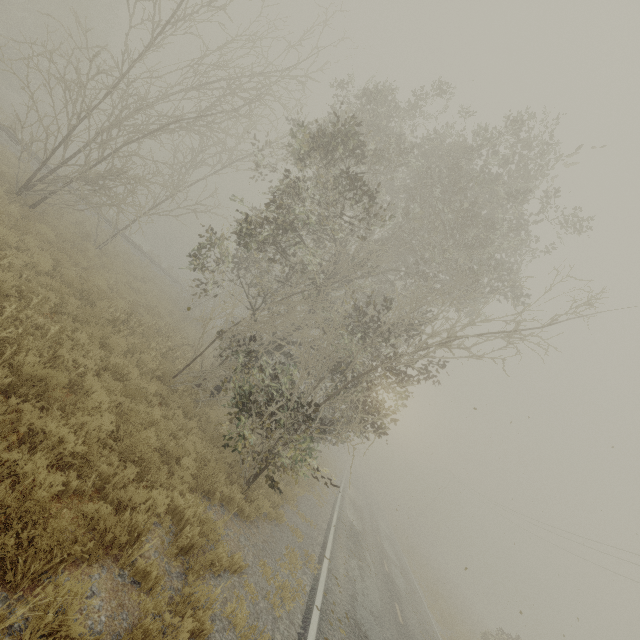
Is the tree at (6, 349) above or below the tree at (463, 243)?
below

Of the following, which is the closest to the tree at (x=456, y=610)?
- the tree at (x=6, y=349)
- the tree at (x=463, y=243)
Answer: the tree at (x=463, y=243)

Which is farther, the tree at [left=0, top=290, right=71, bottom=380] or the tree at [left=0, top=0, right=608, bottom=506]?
the tree at [left=0, top=0, right=608, bottom=506]

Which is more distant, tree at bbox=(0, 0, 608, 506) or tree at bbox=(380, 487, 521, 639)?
tree at bbox=(380, 487, 521, 639)

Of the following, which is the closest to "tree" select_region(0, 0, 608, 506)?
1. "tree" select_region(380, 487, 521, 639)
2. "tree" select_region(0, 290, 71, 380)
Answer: "tree" select_region(0, 290, 71, 380)

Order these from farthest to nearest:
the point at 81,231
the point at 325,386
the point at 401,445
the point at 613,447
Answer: the point at 401,445 < the point at 81,231 < the point at 325,386 < the point at 613,447

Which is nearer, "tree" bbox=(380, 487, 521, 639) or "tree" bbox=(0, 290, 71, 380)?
"tree" bbox=(0, 290, 71, 380)
